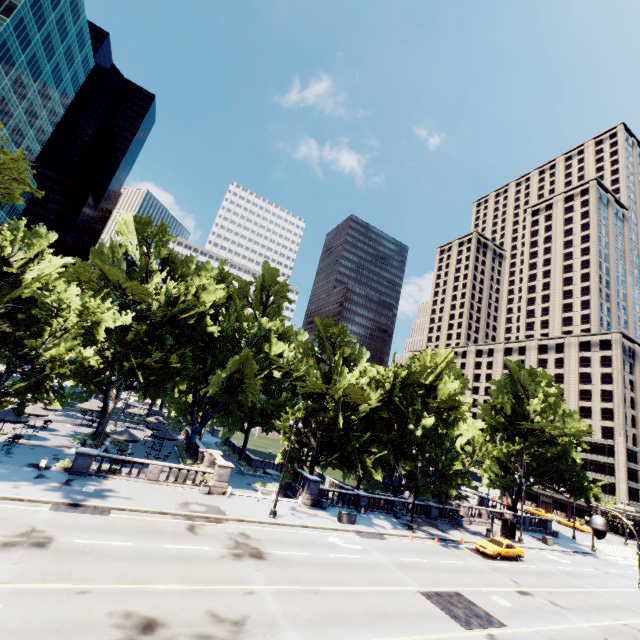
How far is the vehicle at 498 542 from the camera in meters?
29.1 m

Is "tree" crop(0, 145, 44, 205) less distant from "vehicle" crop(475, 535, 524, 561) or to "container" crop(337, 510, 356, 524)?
"container" crop(337, 510, 356, 524)

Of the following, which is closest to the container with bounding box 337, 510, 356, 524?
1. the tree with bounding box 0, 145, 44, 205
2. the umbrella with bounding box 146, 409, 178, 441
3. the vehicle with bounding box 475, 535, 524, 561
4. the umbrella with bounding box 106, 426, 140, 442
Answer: the tree with bounding box 0, 145, 44, 205

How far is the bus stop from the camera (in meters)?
36.06

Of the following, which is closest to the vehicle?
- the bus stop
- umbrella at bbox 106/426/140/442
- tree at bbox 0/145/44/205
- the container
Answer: the bus stop

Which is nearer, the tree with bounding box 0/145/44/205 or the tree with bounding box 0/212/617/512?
the tree with bounding box 0/145/44/205

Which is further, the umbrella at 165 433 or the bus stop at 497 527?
the bus stop at 497 527

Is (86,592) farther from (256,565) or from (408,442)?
(408,442)
